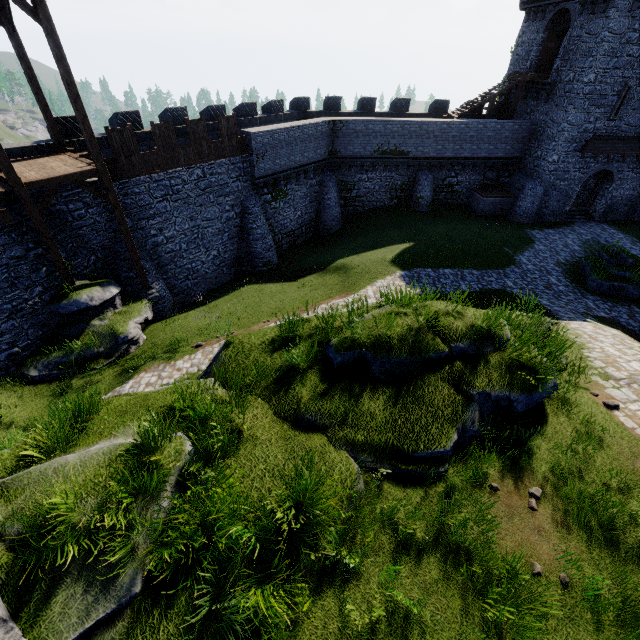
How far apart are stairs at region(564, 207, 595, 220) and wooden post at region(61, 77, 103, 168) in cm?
3325

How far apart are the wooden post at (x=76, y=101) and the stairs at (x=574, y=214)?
33.2m

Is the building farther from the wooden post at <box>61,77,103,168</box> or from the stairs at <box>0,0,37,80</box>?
the wooden post at <box>61,77,103,168</box>

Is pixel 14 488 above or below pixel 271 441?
A: above

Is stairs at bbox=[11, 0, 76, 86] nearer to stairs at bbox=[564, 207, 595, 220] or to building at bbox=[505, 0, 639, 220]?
building at bbox=[505, 0, 639, 220]

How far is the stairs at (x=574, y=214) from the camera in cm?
2789

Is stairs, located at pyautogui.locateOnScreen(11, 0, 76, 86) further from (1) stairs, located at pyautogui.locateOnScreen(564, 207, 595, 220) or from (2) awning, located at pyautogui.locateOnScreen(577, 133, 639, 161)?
(1) stairs, located at pyautogui.locateOnScreen(564, 207, 595, 220)

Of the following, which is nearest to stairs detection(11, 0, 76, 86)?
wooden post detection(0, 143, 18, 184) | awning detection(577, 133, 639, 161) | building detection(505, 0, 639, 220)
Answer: wooden post detection(0, 143, 18, 184)
